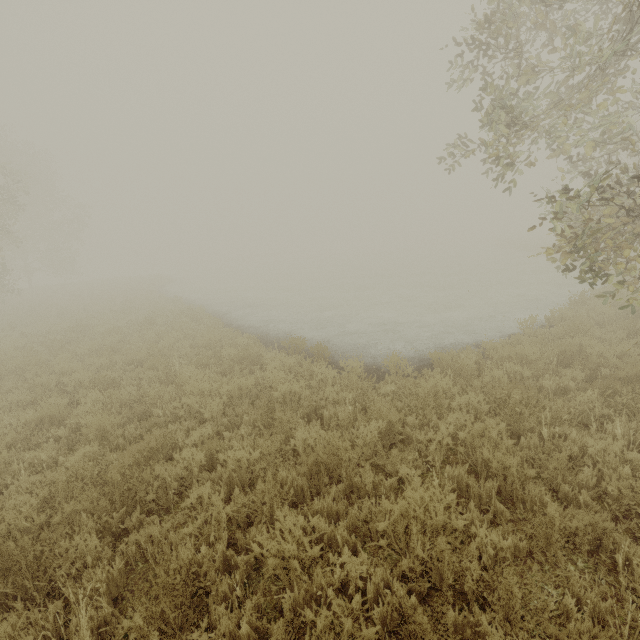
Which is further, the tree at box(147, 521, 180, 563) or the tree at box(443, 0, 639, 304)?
the tree at box(443, 0, 639, 304)

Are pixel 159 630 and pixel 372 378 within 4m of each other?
no

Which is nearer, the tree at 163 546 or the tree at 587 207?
the tree at 163 546

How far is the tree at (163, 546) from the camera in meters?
2.9

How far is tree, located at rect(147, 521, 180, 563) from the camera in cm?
287

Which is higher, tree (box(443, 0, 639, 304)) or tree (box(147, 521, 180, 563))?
tree (box(443, 0, 639, 304))
